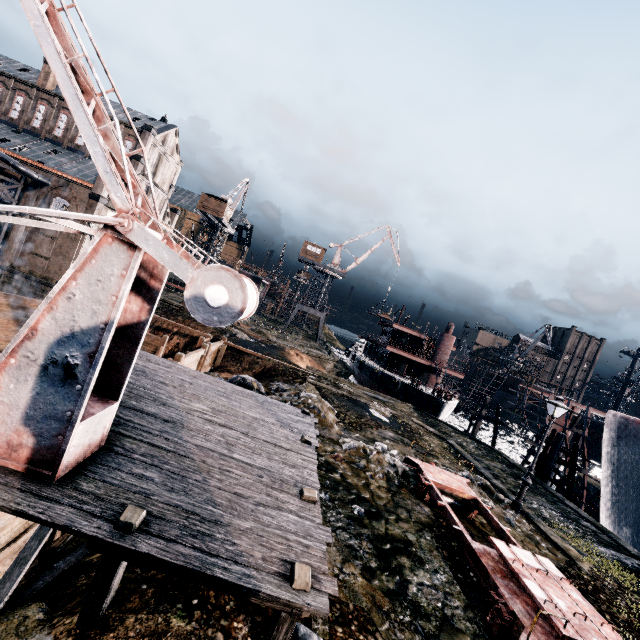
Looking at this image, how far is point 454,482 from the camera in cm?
1329

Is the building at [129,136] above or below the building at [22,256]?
above

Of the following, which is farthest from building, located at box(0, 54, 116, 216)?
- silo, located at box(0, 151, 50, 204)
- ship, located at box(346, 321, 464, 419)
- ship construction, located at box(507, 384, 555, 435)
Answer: ship construction, located at box(507, 384, 555, 435)

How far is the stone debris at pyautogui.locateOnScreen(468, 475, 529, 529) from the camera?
14.09m

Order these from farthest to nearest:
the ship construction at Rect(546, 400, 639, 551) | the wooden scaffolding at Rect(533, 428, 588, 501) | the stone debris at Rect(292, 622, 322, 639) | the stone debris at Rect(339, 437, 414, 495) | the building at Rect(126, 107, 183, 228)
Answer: the building at Rect(126, 107, 183, 228)
the wooden scaffolding at Rect(533, 428, 588, 501)
the ship construction at Rect(546, 400, 639, 551)
the stone debris at Rect(339, 437, 414, 495)
the stone debris at Rect(292, 622, 322, 639)

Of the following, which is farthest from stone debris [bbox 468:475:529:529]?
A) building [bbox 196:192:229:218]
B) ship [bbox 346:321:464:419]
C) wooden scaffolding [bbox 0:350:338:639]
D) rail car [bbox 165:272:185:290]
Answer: building [bbox 196:192:229:218]

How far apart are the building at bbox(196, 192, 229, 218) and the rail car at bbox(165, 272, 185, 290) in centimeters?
1283cm

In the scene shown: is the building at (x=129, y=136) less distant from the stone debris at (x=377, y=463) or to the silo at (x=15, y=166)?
the silo at (x=15, y=166)
